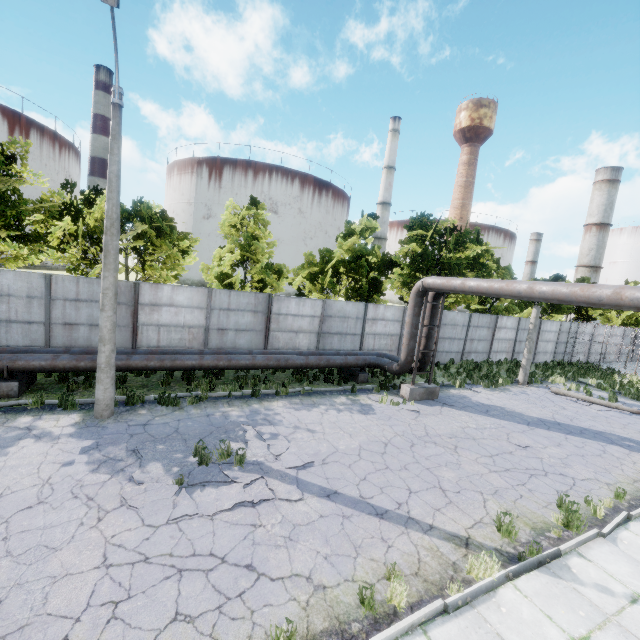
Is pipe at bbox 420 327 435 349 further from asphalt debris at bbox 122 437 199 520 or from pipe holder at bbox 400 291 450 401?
asphalt debris at bbox 122 437 199 520

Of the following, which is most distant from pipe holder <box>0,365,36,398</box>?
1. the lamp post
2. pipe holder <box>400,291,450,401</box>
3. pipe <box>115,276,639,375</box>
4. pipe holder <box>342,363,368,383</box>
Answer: pipe holder <box>400,291,450,401</box>

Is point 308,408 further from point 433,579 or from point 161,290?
point 161,290

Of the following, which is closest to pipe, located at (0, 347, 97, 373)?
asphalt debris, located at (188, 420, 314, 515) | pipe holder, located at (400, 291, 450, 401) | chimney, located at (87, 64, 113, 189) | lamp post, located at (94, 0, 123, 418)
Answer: pipe holder, located at (400, 291, 450, 401)

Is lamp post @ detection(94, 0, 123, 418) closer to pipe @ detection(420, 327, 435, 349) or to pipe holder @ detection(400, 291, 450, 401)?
pipe @ detection(420, 327, 435, 349)

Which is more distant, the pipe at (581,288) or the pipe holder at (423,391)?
the pipe holder at (423,391)

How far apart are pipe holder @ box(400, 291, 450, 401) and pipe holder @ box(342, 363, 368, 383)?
1.94m

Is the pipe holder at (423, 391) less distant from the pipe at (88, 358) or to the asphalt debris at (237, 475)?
the pipe at (88, 358)
